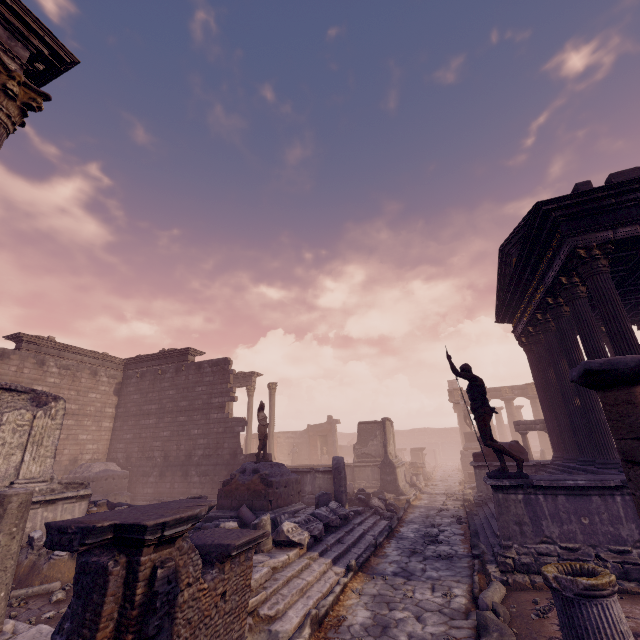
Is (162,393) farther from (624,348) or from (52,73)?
(624,348)

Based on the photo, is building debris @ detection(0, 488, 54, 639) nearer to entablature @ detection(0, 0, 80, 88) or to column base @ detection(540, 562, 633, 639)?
entablature @ detection(0, 0, 80, 88)

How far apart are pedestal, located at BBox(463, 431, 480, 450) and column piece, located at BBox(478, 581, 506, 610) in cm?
1973

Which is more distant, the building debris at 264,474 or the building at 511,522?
the building at 511,522

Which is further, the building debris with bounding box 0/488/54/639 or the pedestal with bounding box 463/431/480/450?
the pedestal with bounding box 463/431/480/450

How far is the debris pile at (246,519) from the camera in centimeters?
932cm

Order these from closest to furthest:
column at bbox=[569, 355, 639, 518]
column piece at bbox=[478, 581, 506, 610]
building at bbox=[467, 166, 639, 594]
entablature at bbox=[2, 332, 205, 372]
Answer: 1. column at bbox=[569, 355, 639, 518]
2. column piece at bbox=[478, 581, 506, 610]
3. building at bbox=[467, 166, 639, 594]
4. entablature at bbox=[2, 332, 205, 372]

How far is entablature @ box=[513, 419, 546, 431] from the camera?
16.5m
